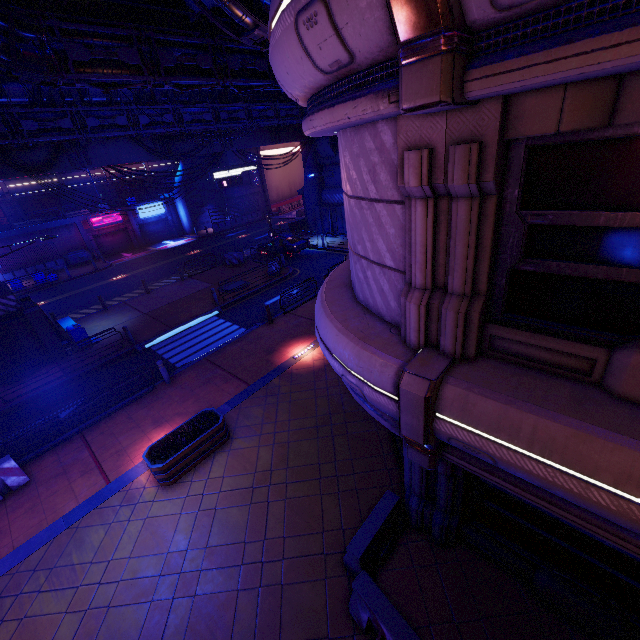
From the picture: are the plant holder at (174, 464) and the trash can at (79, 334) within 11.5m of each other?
yes

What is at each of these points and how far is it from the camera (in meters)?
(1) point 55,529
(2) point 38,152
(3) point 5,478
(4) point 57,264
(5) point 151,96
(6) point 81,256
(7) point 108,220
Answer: (1) beam, 8.06
(2) walkway, 17.05
(3) fence, 9.16
(4) fence, 34.06
(5) walkway, 19.17
(6) generator, 34.34
(7) sign, 36.56

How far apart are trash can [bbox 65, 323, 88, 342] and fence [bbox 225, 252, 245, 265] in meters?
11.4

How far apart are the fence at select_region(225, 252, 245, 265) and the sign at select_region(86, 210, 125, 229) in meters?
19.6 m

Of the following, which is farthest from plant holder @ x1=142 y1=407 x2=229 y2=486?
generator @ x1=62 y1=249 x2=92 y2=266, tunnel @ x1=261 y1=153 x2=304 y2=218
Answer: generator @ x1=62 y1=249 x2=92 y2=266

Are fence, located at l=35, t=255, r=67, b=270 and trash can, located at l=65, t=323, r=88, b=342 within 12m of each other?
no

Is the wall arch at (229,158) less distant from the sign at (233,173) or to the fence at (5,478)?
the sign at (233,173)

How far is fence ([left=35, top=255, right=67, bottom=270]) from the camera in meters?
33.0 m
